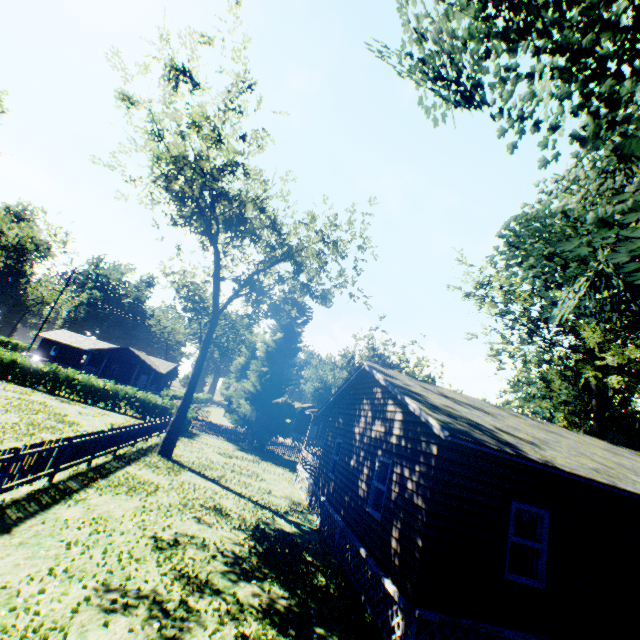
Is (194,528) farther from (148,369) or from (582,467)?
(148,369)

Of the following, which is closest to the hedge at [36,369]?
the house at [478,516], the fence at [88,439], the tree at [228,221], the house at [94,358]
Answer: the fence at [88,439]

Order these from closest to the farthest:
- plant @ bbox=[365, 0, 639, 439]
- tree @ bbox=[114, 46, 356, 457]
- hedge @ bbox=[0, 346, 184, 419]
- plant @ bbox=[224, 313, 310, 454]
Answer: plant @ bbox=[365, 0, 639, 439] → tree @ bbox=[114, 46, 356, 457] → hedge @ bbox=[0, 346, 184, 419] → plant @ bbox=[224, 313, 310, 454]

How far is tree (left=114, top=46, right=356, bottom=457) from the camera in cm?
1633

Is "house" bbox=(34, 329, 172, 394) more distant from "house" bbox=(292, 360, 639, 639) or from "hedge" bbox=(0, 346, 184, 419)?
"house" bbox=(292, 360, 639, 639)

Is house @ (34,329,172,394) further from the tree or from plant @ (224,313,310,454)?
the tree

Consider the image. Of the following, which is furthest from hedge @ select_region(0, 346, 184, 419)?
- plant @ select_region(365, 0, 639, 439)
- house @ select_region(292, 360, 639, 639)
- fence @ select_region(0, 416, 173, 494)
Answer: house @ select_region(292, 360, 639, 639)

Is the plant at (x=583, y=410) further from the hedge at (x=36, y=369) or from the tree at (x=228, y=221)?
the hedge at (x=36, y=369)
